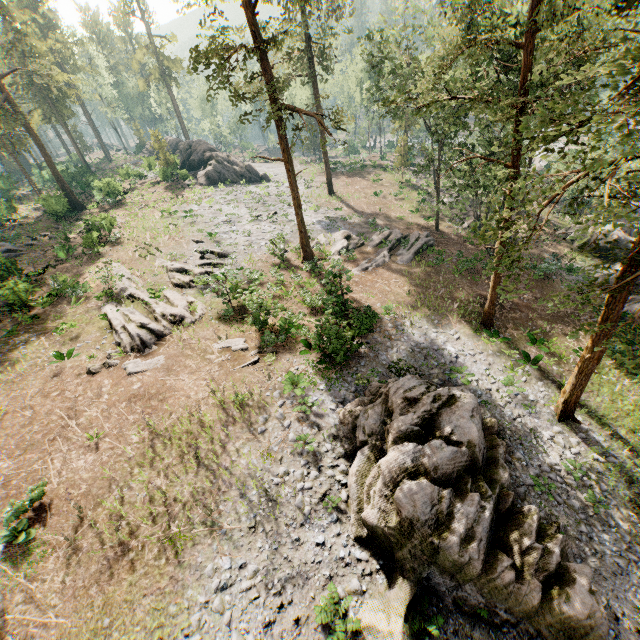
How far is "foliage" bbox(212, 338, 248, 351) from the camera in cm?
1830

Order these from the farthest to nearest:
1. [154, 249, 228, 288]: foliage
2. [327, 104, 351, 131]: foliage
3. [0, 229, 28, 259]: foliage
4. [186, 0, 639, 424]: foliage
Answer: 1. [0, 229, 28, 259]: foliage
2. [154, 249, 228, 288]: foliage
3. [327, 104, 351, 131]: foliage
4. [186, 0, 639, 424]: foliage

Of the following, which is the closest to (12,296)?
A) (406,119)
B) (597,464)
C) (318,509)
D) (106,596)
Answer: (106,596)

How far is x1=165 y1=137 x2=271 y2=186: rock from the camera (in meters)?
43.50

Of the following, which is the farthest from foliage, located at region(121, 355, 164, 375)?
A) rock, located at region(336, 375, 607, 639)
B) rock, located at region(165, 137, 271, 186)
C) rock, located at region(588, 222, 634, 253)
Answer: rock, located at region(336, 375, 607, 639)

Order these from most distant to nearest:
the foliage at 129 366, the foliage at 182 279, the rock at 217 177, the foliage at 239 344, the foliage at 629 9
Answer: the rock at 217 177
the foliage at 182 279
the foliage at 239 344
the foliage at 129 366
the foliage at 629 9

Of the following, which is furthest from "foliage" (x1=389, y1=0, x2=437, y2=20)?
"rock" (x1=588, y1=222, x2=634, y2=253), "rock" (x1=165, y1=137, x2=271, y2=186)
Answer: "rock" (x1=588, y1=222, x2=634, y2=253)

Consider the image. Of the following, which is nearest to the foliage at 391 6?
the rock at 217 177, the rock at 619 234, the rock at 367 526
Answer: the rock at 217 177
